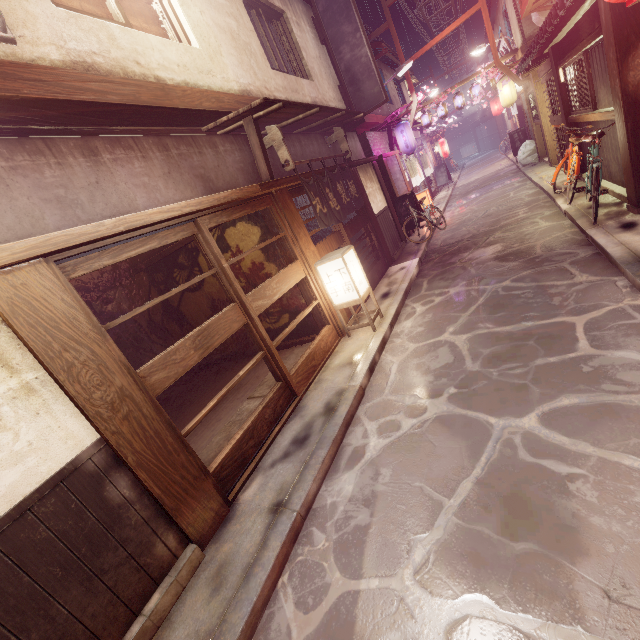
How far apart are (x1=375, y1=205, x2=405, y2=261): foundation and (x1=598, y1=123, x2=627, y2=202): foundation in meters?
8.6

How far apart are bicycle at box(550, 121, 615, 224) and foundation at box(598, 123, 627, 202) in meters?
0.1 m

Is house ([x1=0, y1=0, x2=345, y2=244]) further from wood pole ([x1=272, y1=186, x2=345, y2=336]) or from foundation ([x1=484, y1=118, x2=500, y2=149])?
foundation ([x1=484, y1=118, x2=500, y2=149])

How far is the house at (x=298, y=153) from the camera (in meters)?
11.95

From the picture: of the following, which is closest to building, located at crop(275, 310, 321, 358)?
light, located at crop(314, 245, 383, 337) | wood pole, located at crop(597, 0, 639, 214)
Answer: light, located at crop(314, 245, 383, 337)

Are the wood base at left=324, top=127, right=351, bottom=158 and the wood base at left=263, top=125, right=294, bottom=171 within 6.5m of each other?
yes

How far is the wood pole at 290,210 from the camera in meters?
9.8

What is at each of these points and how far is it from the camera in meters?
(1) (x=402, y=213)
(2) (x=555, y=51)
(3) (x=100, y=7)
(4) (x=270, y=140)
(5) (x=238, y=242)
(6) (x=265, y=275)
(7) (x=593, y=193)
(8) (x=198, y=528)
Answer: (1) sign, 20.1
(2) wood pole, 13.8
(3) blind, 7.0
(4) wood base, 9.9
(5) building, 11.3
(6) building, 11.5
(7) bicycle, 10.5
(8) wood pole, 5.4
